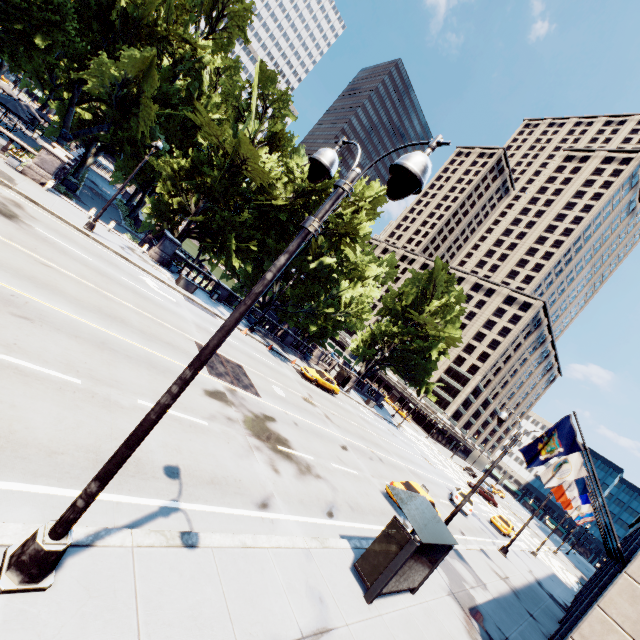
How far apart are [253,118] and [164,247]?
13.54m

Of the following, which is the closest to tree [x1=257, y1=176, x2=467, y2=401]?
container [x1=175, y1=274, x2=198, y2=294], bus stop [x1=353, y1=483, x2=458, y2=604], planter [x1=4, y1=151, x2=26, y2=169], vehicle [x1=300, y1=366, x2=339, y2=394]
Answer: container [x1=175, y1=274, x2=198, y2=294]

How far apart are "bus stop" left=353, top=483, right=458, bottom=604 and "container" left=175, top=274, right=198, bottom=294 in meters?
21.6

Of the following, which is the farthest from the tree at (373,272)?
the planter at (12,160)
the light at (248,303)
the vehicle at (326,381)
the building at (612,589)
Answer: the building at (612,589)

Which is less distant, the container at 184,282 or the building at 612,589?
the building at 612,589

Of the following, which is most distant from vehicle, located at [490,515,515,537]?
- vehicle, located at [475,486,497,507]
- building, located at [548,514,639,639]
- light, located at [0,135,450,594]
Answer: light, located at [0,135,450,594]

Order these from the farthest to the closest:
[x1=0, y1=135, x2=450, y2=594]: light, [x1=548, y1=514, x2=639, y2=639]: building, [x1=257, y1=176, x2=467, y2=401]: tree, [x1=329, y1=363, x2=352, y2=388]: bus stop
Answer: [x1=329, y1=363, x2=352, y2=388]: bus stop, [x1=257, y1=176, x2=467, y2=401]: tree, [x1=548, y1=514, x2=639, y2=639]: building, [x1=0, y1=135, x2=450, y2=594]: light

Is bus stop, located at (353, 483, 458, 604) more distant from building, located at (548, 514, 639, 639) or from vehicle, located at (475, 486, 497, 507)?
vehicle, located at (475, 486, 497, 507)
